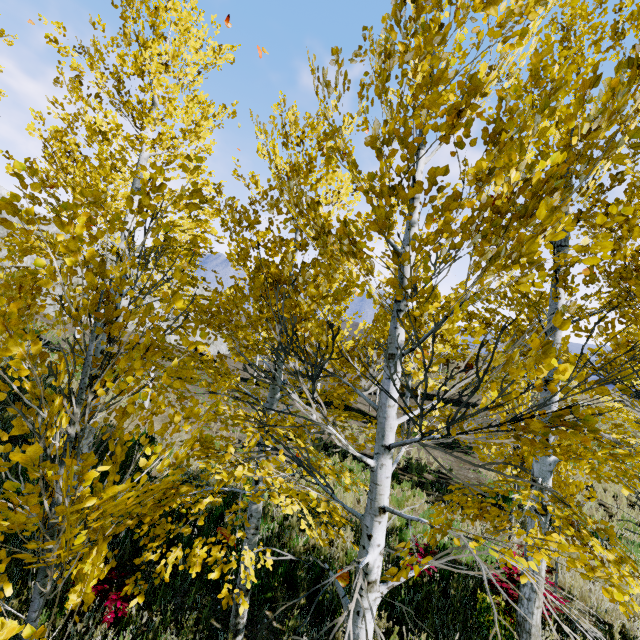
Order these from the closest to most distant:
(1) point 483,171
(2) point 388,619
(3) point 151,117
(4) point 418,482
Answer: (1) point 483,171, (2) point 388,619, (3) point 151,117, (4) point 418,482

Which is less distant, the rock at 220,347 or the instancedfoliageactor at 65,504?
the instancedfoliageactor at 65,504

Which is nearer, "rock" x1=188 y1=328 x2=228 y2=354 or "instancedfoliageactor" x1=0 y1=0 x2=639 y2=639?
"instancedfoliageactor" x1=0 y1=0 x2=639 y2=639

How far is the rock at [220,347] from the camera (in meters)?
40.25

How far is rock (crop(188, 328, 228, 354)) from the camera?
40.25m
